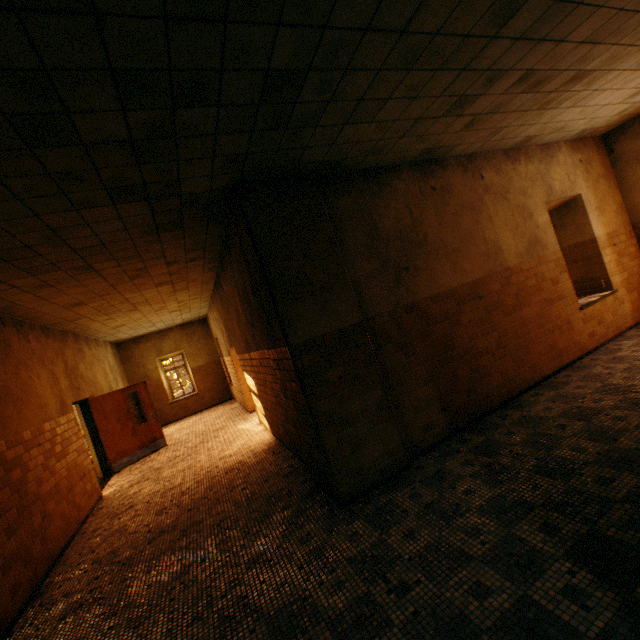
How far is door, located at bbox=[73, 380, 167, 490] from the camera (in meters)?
8.55

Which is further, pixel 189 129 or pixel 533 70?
pixel 533 70

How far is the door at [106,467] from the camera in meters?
8.6 m
